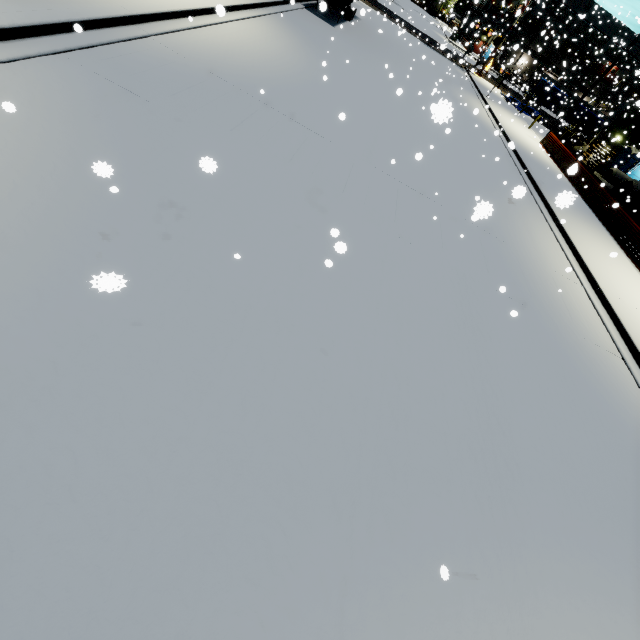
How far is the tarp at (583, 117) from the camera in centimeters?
3856cm

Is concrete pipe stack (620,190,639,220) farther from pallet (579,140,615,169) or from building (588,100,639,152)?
pallet (579,140,615,169)

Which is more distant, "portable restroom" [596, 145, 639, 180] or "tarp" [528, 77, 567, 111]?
"tarp" [528, 77, 567, 111]

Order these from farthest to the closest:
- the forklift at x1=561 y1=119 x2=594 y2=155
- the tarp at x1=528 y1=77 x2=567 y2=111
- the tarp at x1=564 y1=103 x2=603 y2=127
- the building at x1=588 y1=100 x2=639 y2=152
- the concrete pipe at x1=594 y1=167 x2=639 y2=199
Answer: the tarp at x1=564 y1=103 x2=603 y2=127, the tarp at x1=528 y1=77 x2=567 y2=111, the forklift at x1=561 y1=119 x2=594 y2=155, the building at x1=588 y1=100 x2=639 y2=152, the concrete pipe at x1=594 y1=167 x2=639 y2=199

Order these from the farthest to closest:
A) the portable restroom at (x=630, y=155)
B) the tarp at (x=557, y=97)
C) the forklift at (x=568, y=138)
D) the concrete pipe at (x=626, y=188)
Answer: the tarp at (x=557, y=97) → the forklift at (x=568, y=138) → the portable restroom at (x=630, y=155) → the concrete pipe at (x=626, y=188)

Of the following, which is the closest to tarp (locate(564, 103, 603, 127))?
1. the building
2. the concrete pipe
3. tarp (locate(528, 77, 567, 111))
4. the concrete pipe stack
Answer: tarp (locate(528, 77, 567, 111))

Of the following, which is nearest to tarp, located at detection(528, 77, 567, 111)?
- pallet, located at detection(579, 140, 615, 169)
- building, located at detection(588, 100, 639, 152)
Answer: building, located at detection(588, 100, 639, 152)

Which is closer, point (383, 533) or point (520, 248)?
point (383, 533)
